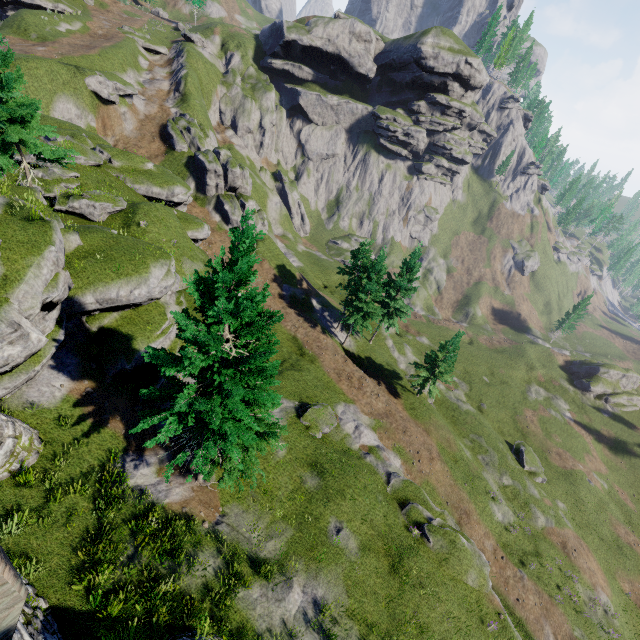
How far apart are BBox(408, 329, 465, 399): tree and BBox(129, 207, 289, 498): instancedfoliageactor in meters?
27.9 m

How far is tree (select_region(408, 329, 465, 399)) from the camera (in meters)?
34.03

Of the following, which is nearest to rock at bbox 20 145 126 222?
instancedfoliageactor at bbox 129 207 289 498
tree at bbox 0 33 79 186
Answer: tree at bbox 0 33 79 186

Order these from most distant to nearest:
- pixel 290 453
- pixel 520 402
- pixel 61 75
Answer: pixel 520 402 < pixel 61 75 < pixel 290 453

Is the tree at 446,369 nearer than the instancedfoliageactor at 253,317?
No

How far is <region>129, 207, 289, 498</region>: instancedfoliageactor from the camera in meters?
9.9 m

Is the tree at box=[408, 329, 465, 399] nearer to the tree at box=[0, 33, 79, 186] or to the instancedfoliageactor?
the instancedfoliageactor

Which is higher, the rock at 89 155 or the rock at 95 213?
the rock at 89 155
